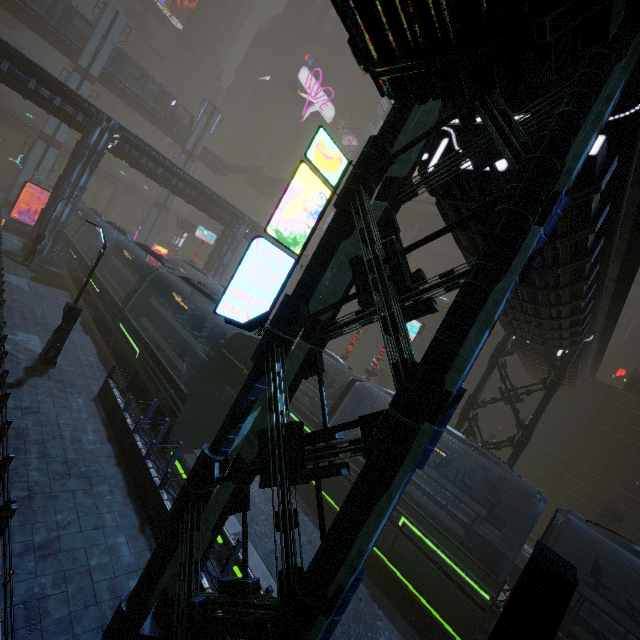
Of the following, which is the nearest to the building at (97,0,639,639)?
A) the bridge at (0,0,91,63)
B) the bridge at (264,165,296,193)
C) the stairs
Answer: the bridge at (264,165,296,193)

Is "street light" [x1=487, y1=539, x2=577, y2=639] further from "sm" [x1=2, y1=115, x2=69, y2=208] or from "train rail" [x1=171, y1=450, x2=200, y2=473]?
"sm" [x1=2, y1=115, x2=69, y2=208]

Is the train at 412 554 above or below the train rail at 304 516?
above

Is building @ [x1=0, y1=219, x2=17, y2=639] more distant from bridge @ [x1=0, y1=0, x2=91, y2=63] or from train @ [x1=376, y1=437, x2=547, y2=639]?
bridge @ [x1=0, y1=0, x2=91, y2=63]

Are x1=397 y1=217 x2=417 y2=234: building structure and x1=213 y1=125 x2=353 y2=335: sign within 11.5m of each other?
no

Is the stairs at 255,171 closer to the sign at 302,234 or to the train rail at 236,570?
the train rail at 236,570

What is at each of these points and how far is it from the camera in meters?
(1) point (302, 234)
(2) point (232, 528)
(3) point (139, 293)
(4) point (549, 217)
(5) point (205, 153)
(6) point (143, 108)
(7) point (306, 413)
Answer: (1) sign, 5.1 m
(2) train rail, 9.8 m
(3) train, 15.9 m
(4) building, 4.2 m
(5) bridge, 51.6 m
(6) bridge, 44.5 m
(7) train, 15.8 m

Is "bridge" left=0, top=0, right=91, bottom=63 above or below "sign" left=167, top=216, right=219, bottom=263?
above
